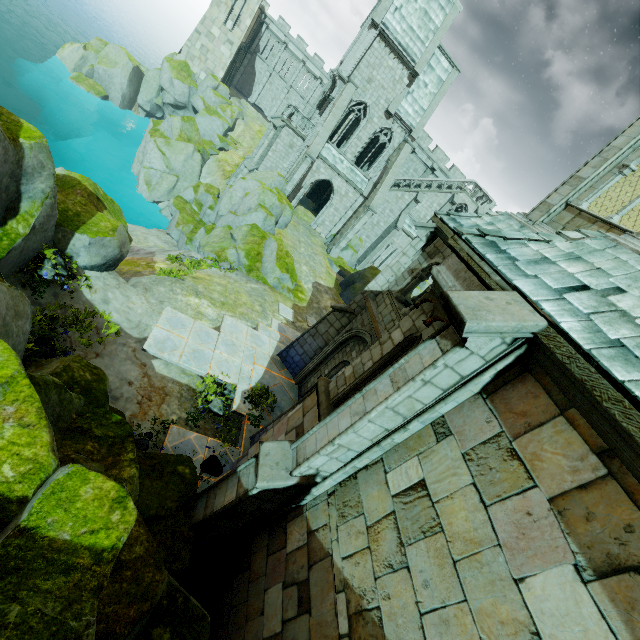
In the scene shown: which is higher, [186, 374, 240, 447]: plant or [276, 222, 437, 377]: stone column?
[276, 222, 437, 377]: stone column

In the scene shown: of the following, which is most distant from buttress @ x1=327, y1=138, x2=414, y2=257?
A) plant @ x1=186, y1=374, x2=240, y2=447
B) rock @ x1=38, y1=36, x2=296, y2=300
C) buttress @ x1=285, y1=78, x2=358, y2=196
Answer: plant @ x1=186, y1=374, x2=240, y2=447

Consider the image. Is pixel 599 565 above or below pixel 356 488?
above

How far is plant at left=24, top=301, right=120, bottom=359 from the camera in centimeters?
788cm

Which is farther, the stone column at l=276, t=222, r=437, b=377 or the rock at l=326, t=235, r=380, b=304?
the rock at l=326, t=235, r=380, b=304

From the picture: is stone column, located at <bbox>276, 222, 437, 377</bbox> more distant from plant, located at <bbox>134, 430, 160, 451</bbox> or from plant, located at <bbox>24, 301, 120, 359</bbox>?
plant, located at <bbox>24, 301, 120, 359</bbox>

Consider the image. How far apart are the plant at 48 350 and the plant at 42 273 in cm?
55

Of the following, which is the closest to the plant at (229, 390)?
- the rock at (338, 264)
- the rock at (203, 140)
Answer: the rock at (203, 140)
